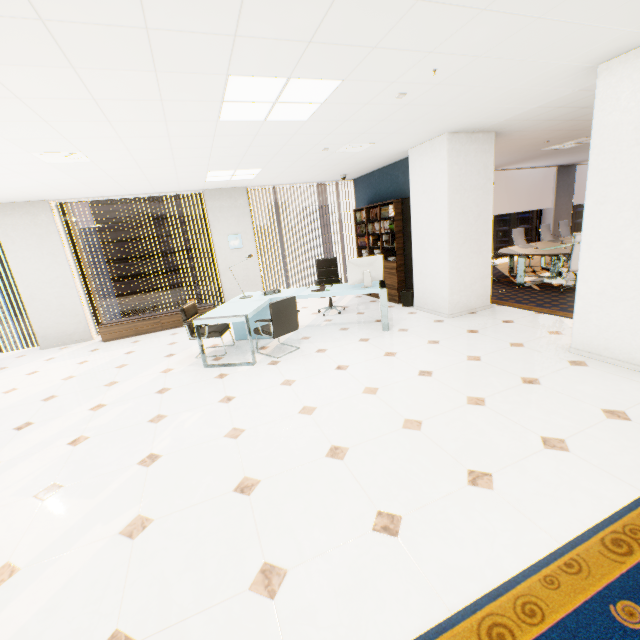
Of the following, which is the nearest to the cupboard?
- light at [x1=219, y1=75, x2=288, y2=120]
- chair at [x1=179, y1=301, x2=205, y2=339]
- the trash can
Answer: chair at [x1=179, y1=301, x2=205, y2=339]

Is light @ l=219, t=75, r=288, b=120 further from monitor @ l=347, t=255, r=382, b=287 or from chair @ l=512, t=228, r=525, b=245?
chair @ l=512, t=228, r=525, b=245

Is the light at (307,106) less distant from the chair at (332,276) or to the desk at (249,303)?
the desk at (249,303)

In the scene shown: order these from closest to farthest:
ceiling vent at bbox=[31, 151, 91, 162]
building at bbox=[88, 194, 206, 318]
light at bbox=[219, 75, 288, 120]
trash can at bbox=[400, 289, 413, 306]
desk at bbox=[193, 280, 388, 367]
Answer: light at bbox=[219, 75, 288, 120]
ceiling vent at bbox=[31, 151, 91, 162]
desk at bbox=[193, 280, 388, 367]
trash can at bbox=[400, 289, 413, 306]
building at bbox=[88, 194, 206, 318]

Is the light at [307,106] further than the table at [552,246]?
No

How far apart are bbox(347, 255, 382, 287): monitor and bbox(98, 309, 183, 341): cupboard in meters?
3.7 m

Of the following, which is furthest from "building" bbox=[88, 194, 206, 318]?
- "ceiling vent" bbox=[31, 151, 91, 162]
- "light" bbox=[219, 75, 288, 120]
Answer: "light" bbox=[219, 75, 288, 120]

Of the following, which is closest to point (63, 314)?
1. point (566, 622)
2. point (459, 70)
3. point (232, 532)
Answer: point (232, 532)
